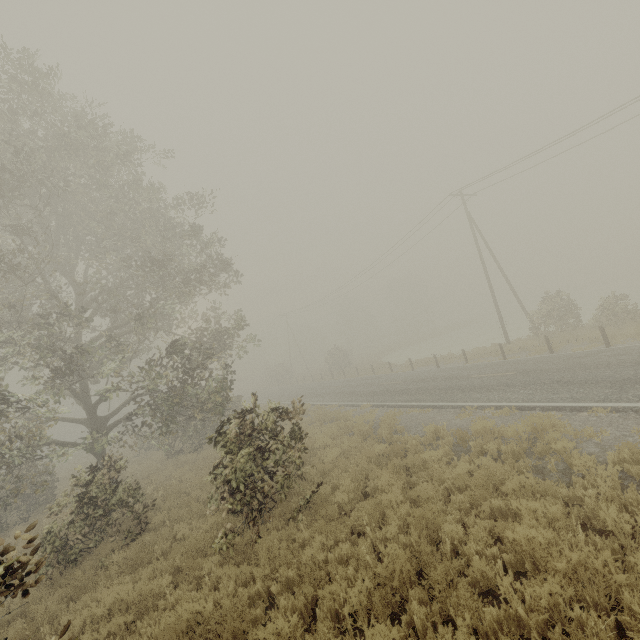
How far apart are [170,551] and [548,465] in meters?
9.4

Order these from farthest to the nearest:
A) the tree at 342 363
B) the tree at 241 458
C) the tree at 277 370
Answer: the tree at 277 370 → the tree at 342 363 → the tree at 241 458

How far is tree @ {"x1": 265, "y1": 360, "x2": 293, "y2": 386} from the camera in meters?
54.7

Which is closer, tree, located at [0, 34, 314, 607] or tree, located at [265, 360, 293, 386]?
tree, located at [0, 34, 314, 607]

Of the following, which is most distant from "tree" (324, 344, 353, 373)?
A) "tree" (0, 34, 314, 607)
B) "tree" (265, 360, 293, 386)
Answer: "tree" (0, 34, 314, 607)

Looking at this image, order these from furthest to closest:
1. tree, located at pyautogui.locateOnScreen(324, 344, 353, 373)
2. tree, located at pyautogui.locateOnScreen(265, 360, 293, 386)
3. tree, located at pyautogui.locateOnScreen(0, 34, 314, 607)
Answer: tree, located at pyautogui.locateOnScreen(265, 360, 293, 386)
tree, located at pyautogui.locateOnScreen(324, 344, 353, 373)
tree, located at pyautogui.locateOnScreen(0, 34, 314, 607)

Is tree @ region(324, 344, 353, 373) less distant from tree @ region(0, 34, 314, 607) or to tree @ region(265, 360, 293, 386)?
tree @ region(265, 360, 293, 386)

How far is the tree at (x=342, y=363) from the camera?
42.1 meters
